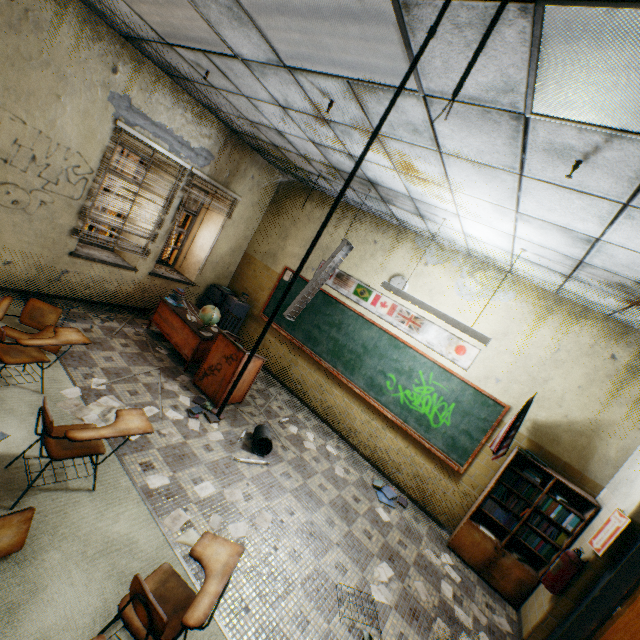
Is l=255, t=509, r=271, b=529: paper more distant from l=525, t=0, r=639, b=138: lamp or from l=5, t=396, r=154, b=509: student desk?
l=525, t=0, r=639, b=138: lamp

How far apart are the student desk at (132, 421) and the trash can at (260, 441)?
1.76m

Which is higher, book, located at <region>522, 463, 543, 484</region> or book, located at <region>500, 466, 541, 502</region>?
book, located at <region>522, 463, 543, 484</region>

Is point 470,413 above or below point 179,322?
above

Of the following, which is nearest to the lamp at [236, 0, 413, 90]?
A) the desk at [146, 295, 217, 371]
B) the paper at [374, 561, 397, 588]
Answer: the desk at [146, 295, 217, 371]

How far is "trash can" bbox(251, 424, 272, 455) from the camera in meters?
4.4

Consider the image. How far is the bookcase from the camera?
4.20m

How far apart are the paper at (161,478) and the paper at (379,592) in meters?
2.4 m
